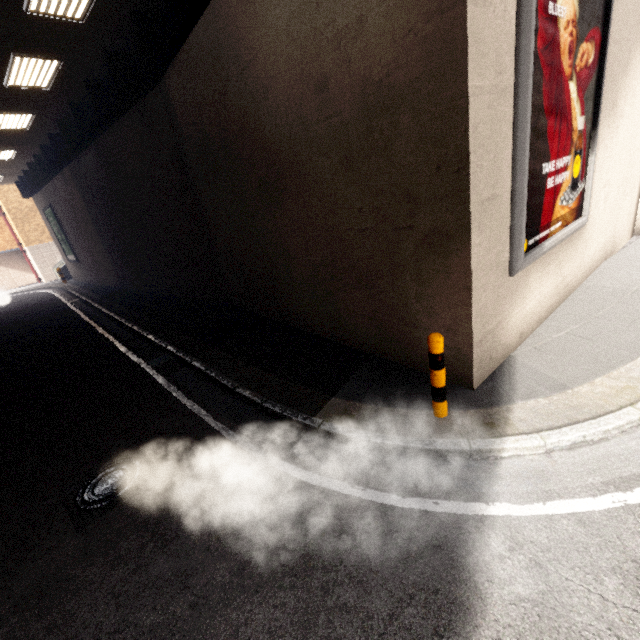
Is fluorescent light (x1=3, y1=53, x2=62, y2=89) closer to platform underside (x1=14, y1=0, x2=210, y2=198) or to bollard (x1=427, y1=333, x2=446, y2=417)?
platform underside (x1=14, y1=0, x2=210, y2=198)

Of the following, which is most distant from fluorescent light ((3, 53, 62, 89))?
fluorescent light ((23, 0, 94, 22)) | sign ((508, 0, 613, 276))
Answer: sign ((508, 0, 613, 276))

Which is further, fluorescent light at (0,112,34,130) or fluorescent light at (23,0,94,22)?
fluorescent light at (0,112,34,130)

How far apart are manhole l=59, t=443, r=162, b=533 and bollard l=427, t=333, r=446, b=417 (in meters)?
3.56

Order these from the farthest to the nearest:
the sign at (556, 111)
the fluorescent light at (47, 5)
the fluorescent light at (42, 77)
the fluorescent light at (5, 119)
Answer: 1. the fluorescent light at (5, 119)
2. the fluorescent light at (42, 77)
3. the fluorescent light at (47, 5)
4. the sign at (556, 111)

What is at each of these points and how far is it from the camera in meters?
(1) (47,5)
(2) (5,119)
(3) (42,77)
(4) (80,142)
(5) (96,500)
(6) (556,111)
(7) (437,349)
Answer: (1) fluorescent light, 6.1
(2) fluorescent light, 10.9
(3) fluorescent light, 8.7
(4) platform underside, 11.5
(5) manhole, 3.9
(6) sign, 4.1
(7) bollard, 3.5

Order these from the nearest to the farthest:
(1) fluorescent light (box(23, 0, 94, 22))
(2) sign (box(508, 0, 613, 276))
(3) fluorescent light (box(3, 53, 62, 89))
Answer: (2) sign (box(508, 0, 613, 276))
(1) fluorescent light (box(23, 0, 94, 22))
(3) fluorescent light (box(3, 53, 62, 89))

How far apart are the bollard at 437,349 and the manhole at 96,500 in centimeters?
356cm
